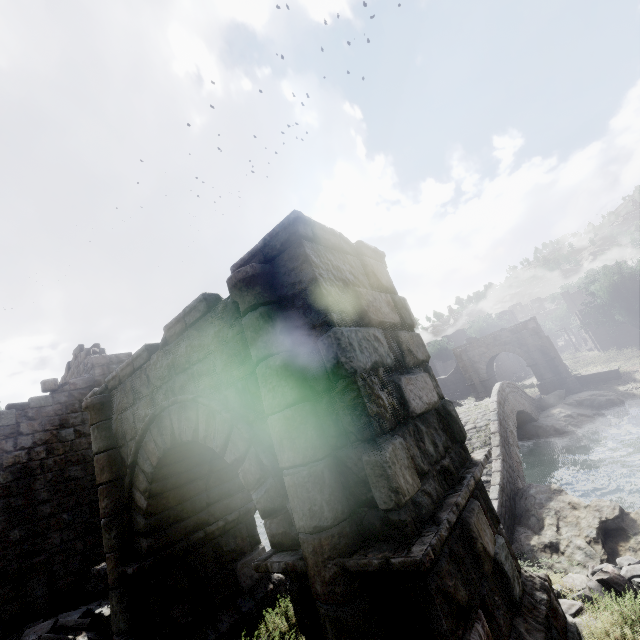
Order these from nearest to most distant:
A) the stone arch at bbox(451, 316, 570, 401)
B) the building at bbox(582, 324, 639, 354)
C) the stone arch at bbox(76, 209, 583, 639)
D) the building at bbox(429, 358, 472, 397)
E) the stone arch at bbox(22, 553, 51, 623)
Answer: the stone arch at bbox(76, 209, 583, 639) → the stone arch at bbox(22, 553, 51, 623) → the stone arch at bbox(451, 316, 570, 401) → the building at bbox(582, 324, 639, 354) → the building at bbox(429, 358, 472, 397)

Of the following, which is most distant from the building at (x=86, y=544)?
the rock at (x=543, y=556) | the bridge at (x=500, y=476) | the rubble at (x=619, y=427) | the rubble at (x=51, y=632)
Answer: the rubble at (x=619, y=427)

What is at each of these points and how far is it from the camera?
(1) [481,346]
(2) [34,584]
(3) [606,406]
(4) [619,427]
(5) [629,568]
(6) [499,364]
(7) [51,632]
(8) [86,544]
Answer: (1) stone arch, 30.9 meters
(2) stone arch, 8.6 meters
(3) rock, 21.0 meters
(4) rubble, 18.7 meters
(5) rubble, 6.2 meters
(6) building, 47.2 meters
(7) rubble, 7.6 meters
(8) building, 9.6 meters

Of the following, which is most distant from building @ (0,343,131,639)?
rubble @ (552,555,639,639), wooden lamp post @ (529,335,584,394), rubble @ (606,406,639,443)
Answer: rubble @ (606,406,639,443)

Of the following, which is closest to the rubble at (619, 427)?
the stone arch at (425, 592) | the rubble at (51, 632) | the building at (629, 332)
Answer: the stone arch at (425, 592)

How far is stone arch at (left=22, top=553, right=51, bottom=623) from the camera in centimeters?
841cm

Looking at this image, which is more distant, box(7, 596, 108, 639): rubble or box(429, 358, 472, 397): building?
box(429, 358, 472, 397): building

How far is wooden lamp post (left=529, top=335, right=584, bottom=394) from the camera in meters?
24.5
